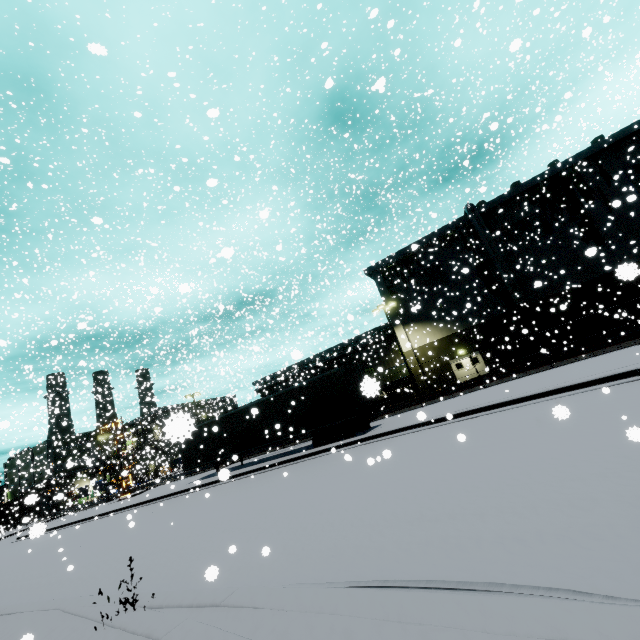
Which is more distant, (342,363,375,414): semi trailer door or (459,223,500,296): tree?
(459,223,500,296): tree

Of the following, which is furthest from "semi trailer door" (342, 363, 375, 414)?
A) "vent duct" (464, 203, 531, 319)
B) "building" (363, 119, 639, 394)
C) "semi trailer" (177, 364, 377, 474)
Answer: "building" (363, 119, 639, 394)

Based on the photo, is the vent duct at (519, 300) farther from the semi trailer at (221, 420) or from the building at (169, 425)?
the semi trailer at (221, 420)

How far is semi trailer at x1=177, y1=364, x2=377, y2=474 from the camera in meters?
17.1

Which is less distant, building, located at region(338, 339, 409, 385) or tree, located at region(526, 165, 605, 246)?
tree, located at region(526, 165, 605, 246)

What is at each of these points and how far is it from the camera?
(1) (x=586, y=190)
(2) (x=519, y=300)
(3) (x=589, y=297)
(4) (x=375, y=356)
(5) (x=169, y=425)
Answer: (1) tree, 28.3m
(2) vent duct, 29.1m
(3) building, 28.1m
(4) building, 38.3m
(5) building, 14.4m

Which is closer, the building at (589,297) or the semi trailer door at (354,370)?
the semi trailer door at (354,370)
